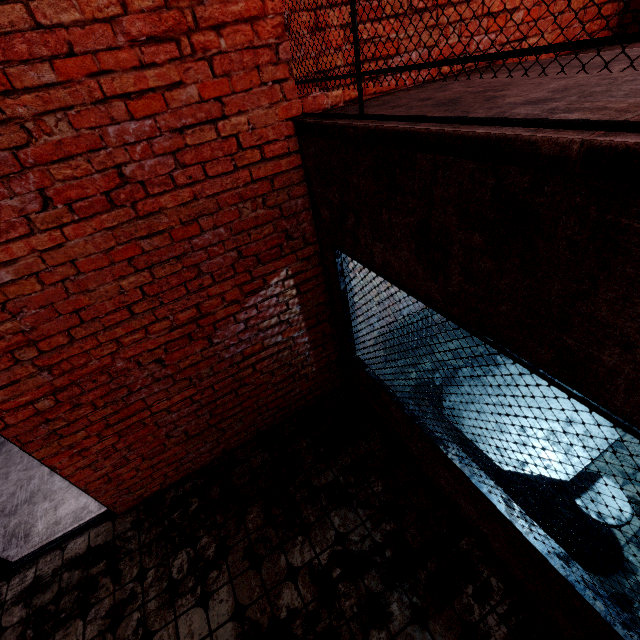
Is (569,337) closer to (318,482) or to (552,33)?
(318,482)

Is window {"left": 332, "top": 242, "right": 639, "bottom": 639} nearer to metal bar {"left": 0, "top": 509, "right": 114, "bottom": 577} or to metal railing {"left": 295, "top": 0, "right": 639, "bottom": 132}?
metal railing {"left": 295, "top": 0, "right": 639, "bottom": 132}

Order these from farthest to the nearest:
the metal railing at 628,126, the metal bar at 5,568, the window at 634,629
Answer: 1. the metal bar at 5,568
2. the window at 634,629
3. the metal railing at 628,126

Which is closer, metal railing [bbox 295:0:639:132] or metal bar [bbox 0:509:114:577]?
metal railing [bbox 295:0:639:132]

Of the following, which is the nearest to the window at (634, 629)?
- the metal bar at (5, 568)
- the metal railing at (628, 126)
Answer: the metal railing at (628, 126)

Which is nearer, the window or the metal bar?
the window

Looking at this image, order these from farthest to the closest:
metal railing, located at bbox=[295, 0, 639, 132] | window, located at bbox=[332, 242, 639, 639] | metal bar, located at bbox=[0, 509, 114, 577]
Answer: metal bar, located at bbox=[0, 509, 114, 577], window, located at bbox=[332, 242, 639, 639], metal railing, located at bbox=[295, 0, 639, 132]

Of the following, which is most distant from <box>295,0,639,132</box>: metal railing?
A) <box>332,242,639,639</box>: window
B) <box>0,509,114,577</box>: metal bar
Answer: <box>0,509,114,577</box>: metal bar
